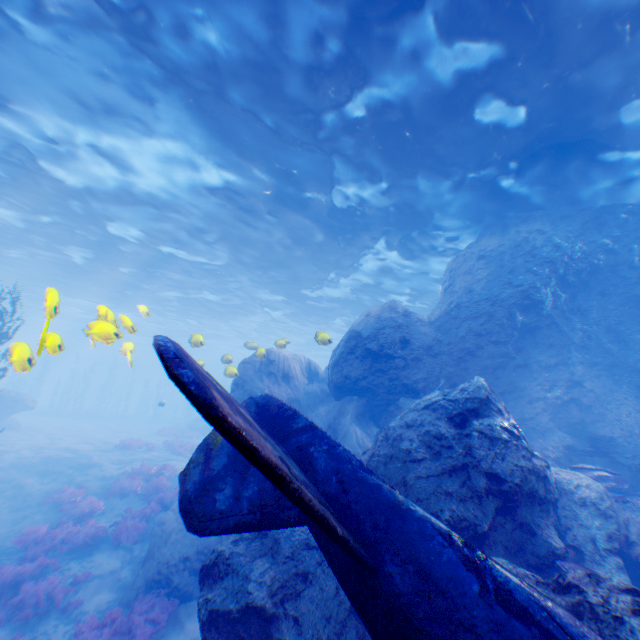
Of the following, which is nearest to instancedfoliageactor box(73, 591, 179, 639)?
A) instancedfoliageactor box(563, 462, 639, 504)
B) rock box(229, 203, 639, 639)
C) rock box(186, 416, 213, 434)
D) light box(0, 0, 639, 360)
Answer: rock box(229, 203, 639, 639)

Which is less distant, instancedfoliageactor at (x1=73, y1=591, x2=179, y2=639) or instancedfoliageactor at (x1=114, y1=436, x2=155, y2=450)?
instancedfoliageactor at (x1=73, y1=591, x2=179, y2=639)

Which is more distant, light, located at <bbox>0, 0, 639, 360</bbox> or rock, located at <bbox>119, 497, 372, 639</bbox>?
light, located at <bbox>0, 0, 639, 360</bbox>

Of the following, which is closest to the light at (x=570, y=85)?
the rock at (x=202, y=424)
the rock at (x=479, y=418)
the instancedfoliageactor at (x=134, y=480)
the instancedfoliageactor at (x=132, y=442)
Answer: the rock at (x=479, y=418)

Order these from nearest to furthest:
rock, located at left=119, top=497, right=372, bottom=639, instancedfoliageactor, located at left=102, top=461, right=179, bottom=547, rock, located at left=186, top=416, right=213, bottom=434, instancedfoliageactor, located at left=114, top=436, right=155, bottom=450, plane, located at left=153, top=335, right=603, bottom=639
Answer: plane, located at left=153, top=335, right=603, bottom=639
rock, located at left=119, top=497, right=372, bottom=639
instancedfoliageactor, located at left=102, top=461, right=179, bottom=547
instancedfoliageactor, located at left=114, top=436, right=155, bottom=450
rock, located at left=186, top=416, right=213, bottom=434

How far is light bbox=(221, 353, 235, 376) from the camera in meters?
11.7 m

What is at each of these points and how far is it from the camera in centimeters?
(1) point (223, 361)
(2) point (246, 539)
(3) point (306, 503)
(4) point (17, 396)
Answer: (1) light, 1384cm
(2) rock, 542cm
(3) plane, 224cm
(4) rock, 2398cm

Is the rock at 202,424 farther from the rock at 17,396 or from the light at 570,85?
the light at 570,85
